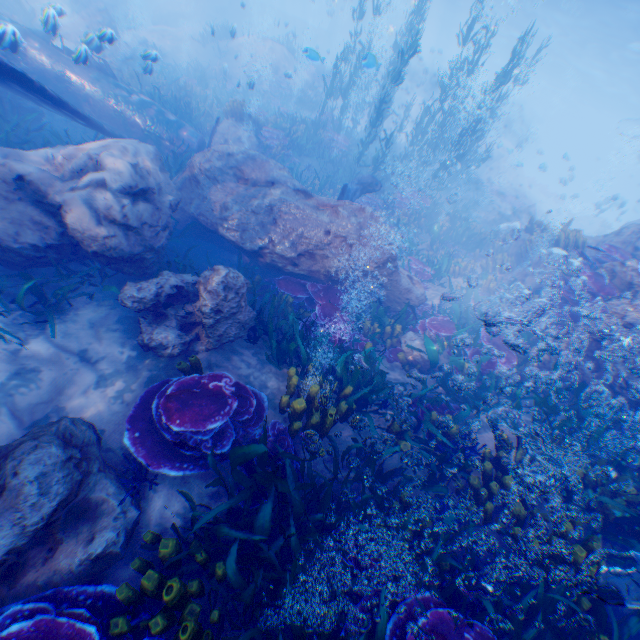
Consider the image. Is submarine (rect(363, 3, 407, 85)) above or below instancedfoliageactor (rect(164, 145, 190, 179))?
above

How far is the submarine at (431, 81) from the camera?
29.83m

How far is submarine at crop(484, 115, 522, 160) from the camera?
39.8 meters

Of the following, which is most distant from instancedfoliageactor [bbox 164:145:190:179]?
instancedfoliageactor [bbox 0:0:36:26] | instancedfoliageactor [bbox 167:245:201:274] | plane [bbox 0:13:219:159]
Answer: instancedfoliageactor [bbox 0:0:36:26]

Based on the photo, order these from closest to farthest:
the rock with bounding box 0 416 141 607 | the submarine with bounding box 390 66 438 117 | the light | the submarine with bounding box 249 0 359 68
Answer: the rock with bounding box 0 416 141 607 → the light → the submarine with bounding box 390 66 438 117 → the submarine with bounding box 249 0 359 68

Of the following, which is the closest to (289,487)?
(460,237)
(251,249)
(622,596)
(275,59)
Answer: (622,596)

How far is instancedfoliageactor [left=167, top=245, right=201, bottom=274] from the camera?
6.62m

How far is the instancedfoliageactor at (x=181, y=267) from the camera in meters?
6.6 m
